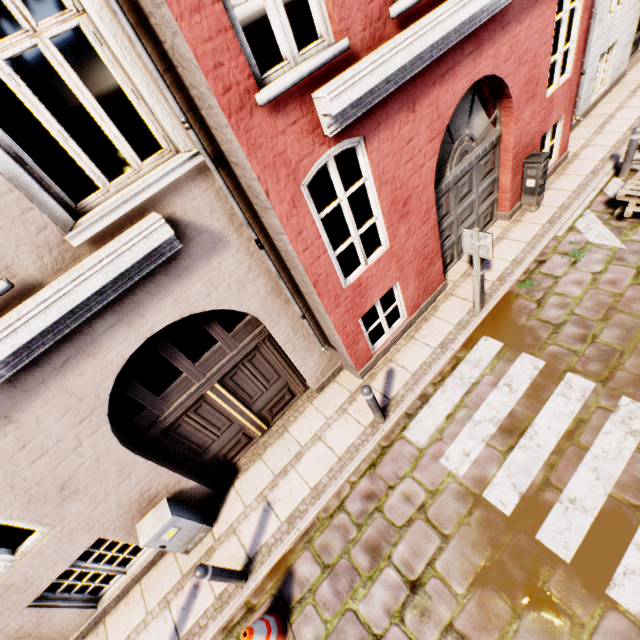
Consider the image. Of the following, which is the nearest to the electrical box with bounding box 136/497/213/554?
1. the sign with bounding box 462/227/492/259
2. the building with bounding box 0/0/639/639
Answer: the building with bounding box 0/0/639/639

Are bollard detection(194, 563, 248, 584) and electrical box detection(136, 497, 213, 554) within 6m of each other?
yes

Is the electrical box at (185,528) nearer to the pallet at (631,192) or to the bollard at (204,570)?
the bollard at (204,570)

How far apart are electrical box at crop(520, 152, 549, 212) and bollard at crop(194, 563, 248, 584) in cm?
913

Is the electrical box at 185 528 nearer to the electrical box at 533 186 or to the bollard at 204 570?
the bollard at 204 570

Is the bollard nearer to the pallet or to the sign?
the sign

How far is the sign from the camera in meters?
4.9

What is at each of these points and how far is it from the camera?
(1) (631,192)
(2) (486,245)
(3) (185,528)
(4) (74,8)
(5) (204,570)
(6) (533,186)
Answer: (1) pallet, 6.2 meters
(2) sign, 5.0 meters
(3) electrical box, 5.0 meters
(4) building, 2.6 meters
(5) bollard, 4.0 meters
(6) electrical box, 7.1 meters
